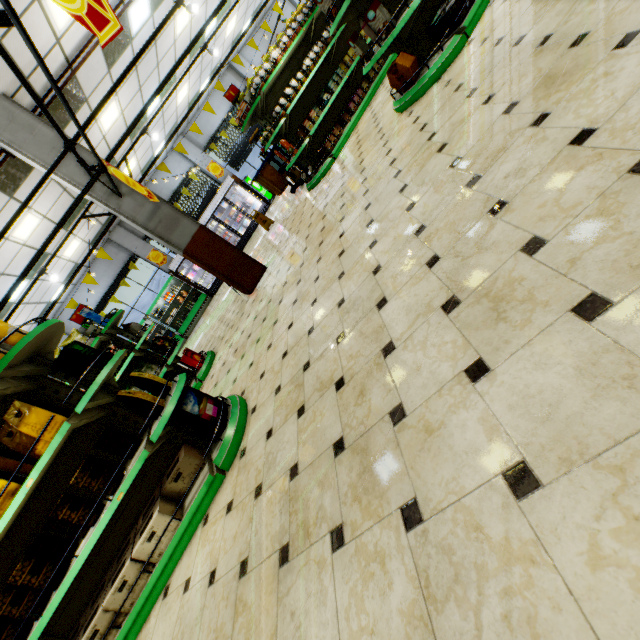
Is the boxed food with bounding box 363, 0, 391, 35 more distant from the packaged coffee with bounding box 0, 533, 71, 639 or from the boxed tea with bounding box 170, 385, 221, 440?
the packaged coffee with bounding box 0, 533, 71, 639

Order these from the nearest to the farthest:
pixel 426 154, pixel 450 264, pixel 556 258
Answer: pixel 556 258 → pixel 450 264 → pixel 426 154

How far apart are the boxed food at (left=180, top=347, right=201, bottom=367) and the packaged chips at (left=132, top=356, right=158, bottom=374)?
0.4 meters

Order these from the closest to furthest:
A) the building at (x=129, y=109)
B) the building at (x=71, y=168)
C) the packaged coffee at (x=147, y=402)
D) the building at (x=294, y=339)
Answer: the building at (x=294, y=339) → the packaged coffee at (x=147, y=402) → the building at (x=71, y=168) → the building at (x=129, y=109)

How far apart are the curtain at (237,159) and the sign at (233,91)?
9.87m

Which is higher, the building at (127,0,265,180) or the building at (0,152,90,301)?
the building at (127,0,265,180)

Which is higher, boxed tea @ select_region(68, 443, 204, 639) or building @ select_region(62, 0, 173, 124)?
building @ select_region(62, 0, 173, 124)

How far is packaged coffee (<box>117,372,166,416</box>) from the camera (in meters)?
2.84
